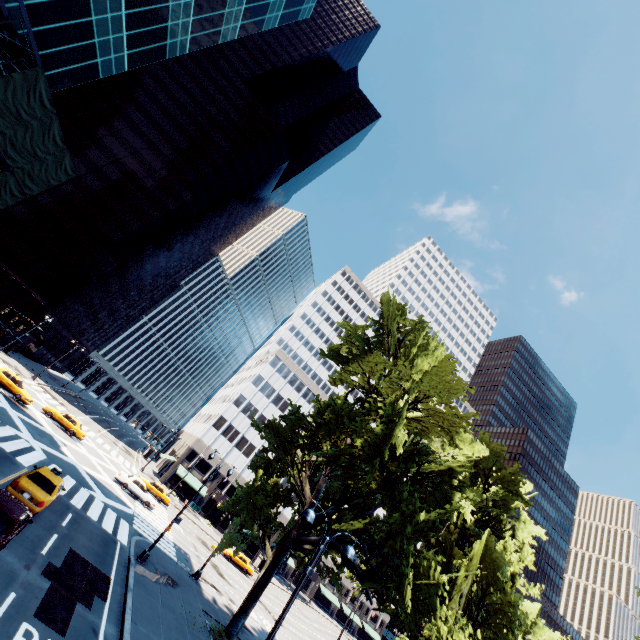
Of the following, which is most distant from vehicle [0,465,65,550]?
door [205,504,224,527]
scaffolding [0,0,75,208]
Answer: door [205,504,224,527]

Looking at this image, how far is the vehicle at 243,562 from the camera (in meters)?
42.09

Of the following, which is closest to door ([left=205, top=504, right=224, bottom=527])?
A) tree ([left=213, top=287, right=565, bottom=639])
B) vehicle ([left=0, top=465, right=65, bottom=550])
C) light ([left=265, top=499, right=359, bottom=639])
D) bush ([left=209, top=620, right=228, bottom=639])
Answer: tree ([left=213, top=287, right=565, bottom=639])

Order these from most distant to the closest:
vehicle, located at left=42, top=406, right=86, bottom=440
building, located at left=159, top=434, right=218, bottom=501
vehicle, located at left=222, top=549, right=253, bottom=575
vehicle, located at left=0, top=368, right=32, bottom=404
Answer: building, located at left=159, top=434, right=218, bottom=501 < vehicle, located at left=222, top=549, right=253, bottom=575 < vehicle, located at left=42, top=406, right=86, bottom=440 < vehicle, located at left=0, top=368, right=32, bottom=404

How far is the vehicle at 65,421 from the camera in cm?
3428

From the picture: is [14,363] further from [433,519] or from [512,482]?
[512,482]

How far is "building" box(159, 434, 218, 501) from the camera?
56.0m
